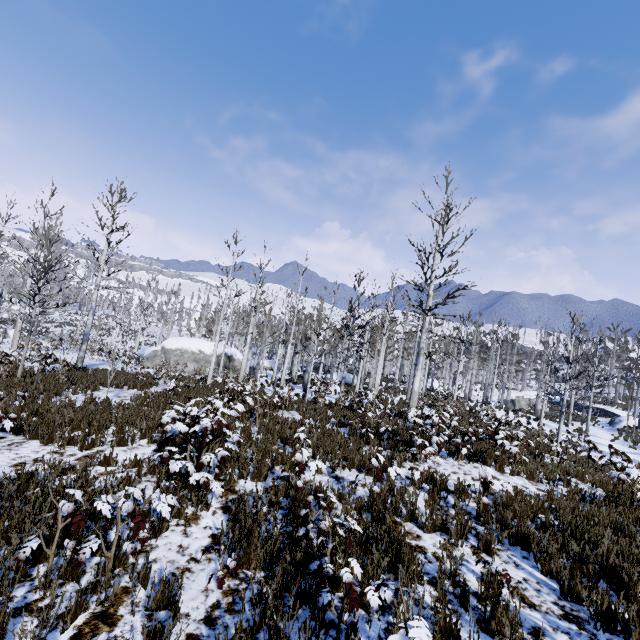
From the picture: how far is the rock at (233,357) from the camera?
32.19m

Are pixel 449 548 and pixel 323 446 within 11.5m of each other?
yes

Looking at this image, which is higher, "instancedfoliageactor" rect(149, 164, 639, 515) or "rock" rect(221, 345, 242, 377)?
"instancedfoliageactor" rect(149, 164, 639, 515)

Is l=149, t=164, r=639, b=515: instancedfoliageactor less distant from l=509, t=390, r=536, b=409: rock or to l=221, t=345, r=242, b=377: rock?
l=509, t=390, r=536, b=409: rock

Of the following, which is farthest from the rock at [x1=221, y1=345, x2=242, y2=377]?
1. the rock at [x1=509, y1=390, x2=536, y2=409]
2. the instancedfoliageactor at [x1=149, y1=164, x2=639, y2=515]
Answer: the rock at [x1=509, y1=390, x2=536, y2=409]

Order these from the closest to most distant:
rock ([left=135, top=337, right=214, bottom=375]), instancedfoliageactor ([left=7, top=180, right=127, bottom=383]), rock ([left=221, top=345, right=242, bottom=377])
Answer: instancedfoliageactor ([left=7, top=180, right=127, bottom=383]), rock ([left=135, top=337, right=214, bottom=375]), rock ([left=221, top=345, right=242, bottom=377])

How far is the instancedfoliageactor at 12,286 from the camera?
11.9m

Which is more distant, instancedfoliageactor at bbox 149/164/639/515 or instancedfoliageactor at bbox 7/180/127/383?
instancedfoliageactor at bbox 7/180/127/383
